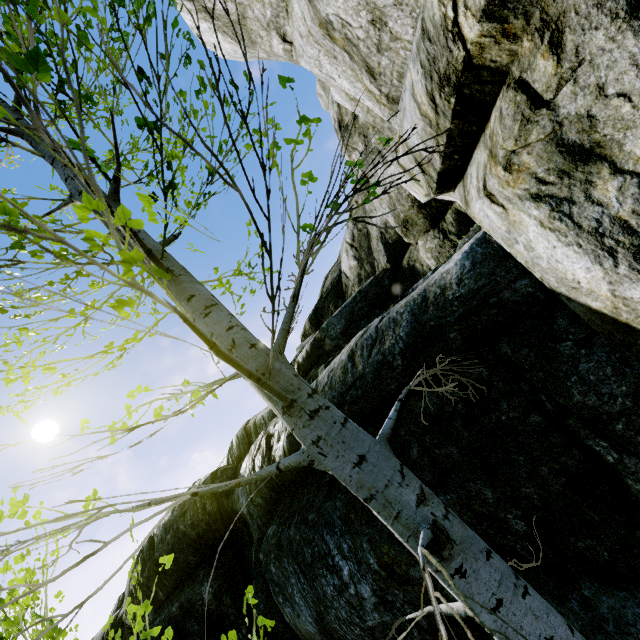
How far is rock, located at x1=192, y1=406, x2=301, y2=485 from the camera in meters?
4.4 m

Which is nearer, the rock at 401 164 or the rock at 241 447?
the rock at 401 164

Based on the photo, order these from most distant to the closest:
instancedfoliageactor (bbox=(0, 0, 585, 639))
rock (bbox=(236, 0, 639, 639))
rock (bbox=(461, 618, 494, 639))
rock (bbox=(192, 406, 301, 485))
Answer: rock (bbox=(192, 406, 301, 485)) < rock (bbox=(461, 618, 494, 639)) < rock (bbox=(236, 0, 639, 639)) < instancedfoliageactor (bbox=(0, 0, 585, 639))

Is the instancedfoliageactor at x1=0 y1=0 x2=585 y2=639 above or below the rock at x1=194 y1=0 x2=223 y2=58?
below

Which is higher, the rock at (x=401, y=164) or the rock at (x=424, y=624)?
the rock at (x=401, y=164)

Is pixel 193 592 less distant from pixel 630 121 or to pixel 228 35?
pixel 630 121

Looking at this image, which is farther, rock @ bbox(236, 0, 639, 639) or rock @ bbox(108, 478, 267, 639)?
rock @ bbox(108, 478, 267, 639)
